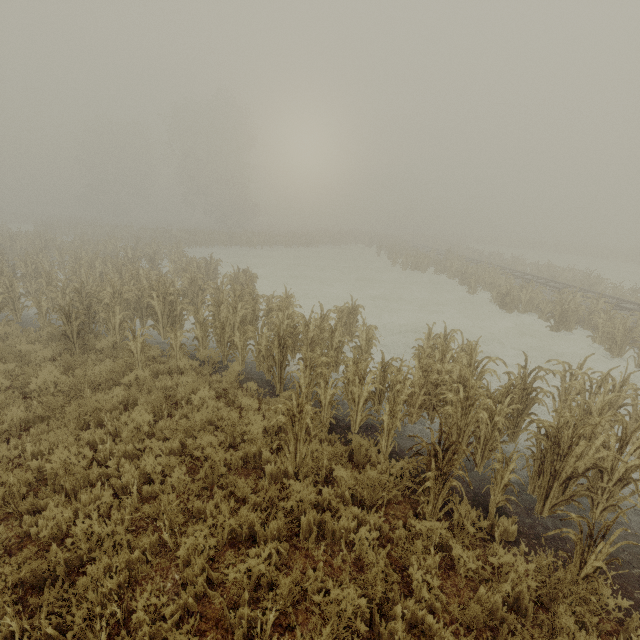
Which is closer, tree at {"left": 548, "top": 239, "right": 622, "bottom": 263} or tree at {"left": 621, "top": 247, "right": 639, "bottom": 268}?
tree at {"left": 621, "top": 247, "right": 639, "bottom": 268}

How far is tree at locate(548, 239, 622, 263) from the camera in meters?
44.1 m

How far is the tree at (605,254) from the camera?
44.09m

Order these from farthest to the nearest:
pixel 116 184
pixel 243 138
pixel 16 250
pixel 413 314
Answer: pixel 116 184 < pixel 243 138 < pixel 16 250 < pixel 413 314

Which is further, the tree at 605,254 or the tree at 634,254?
the tree at 605,254
